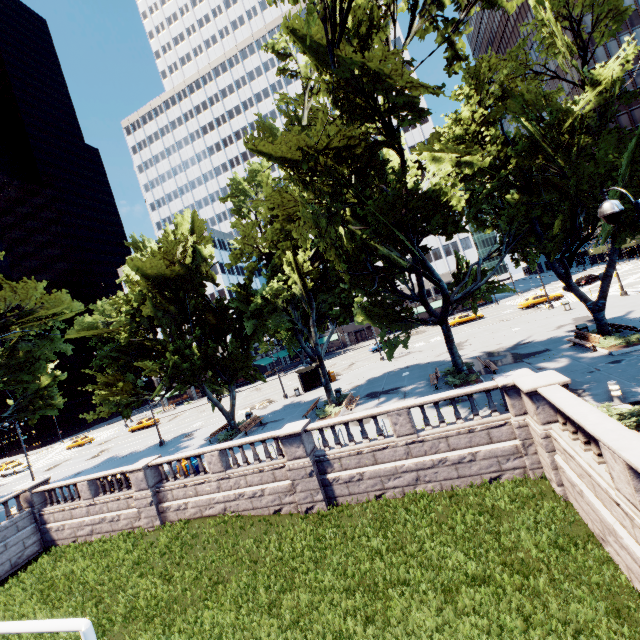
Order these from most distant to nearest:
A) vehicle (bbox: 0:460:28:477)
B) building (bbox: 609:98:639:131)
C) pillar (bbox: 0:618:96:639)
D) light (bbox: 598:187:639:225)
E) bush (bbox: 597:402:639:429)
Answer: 1. building (bbox: 609:98:639:131)
2. vehicle (bbox: 0:460:28:477)
3. bush (bbox: 597:402:639:429)
4. pillar (bbox: 0:618:96:639)
5. light (bbox: 598:187:639:225)

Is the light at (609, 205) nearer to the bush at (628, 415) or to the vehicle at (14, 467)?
the bush at (628, 415)

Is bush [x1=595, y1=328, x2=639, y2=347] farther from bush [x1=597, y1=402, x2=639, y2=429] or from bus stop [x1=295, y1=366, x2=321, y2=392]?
bus stop [x1=295, y1=366, x2=321, y2=392]

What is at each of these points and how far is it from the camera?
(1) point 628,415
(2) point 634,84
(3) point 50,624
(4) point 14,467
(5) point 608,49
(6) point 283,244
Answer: (1) bush, 10.9 meters
(2) building, 56.8 meters
(3) pillar, 8.8 meters
(4) vehicle, 48.1 meters
(5) building, 57.6 meters
(6) tree, 21.0 meters

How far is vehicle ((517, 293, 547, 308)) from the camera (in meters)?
42.56

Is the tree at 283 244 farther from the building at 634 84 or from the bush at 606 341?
the building at 634 84

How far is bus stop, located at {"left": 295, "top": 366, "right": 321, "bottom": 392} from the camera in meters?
35.4 m

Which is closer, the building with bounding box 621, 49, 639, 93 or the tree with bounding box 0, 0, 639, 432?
the tree with bounding box 0, 0, 639, 432
